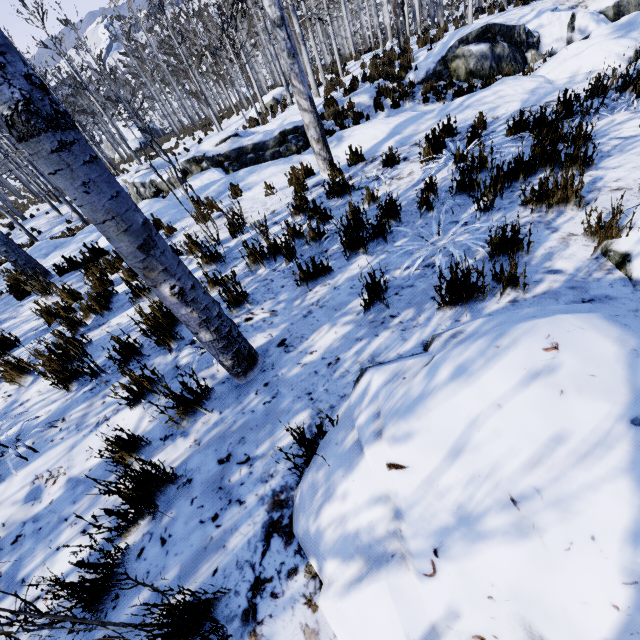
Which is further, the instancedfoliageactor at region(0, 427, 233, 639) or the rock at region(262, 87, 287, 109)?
the rock at region(262, 87, 287, 109)

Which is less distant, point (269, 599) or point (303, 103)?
point (269, 599)

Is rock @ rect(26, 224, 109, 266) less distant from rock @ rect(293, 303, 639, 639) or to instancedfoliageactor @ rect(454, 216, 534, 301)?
instancedfoliageactor @ rect(454, 216, 534, 301)

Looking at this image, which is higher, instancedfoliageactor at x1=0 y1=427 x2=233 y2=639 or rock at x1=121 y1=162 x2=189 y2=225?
instancedfoliageactor at x1=0 y1=427 x2=233 y2=639

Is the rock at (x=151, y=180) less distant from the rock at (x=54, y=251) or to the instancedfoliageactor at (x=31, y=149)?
the instancedfoliageactor at (x=31, y=149)

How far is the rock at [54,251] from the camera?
7.83m

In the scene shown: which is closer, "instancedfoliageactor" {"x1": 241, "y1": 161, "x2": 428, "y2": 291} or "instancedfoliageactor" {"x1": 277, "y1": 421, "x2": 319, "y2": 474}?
"instancedfoliageactor" {"x1": 277, "y1": 421, "x2": 319, "y2": 474}

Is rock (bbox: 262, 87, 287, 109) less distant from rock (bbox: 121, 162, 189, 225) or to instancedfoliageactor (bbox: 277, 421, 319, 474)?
instancedfoliageactor (bbox: 277, 421, 319, 474)
